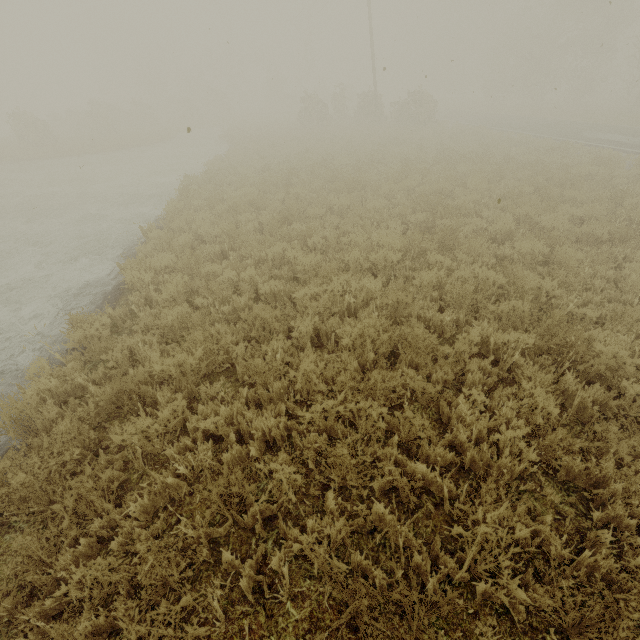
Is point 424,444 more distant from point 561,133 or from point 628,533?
point 561,133

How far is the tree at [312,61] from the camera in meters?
42.9

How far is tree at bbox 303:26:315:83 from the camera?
42.9m
